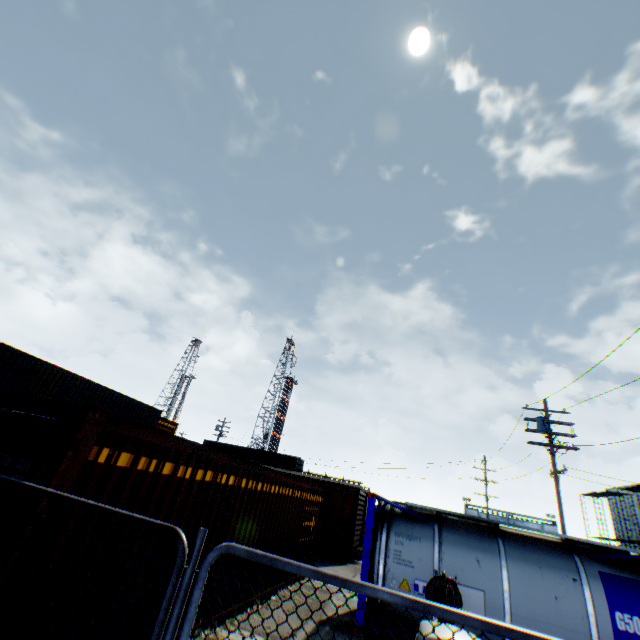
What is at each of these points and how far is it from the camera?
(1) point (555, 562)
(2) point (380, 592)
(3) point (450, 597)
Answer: (1) tank container, 7.6m
(2) metal fence, 2.0m
(3) gas meter pipe, 5.1m

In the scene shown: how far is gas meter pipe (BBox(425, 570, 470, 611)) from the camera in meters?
5.2 m

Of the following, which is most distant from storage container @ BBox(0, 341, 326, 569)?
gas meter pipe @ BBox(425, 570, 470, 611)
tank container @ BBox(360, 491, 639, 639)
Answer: gas meter pipe @ BBox(425, 570, 470, 611)

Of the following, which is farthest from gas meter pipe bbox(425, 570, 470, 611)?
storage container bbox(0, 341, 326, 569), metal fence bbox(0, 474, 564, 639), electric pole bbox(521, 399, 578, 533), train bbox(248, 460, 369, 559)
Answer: train bbox(248, 460, 369, 559)

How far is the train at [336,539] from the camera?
16.98m

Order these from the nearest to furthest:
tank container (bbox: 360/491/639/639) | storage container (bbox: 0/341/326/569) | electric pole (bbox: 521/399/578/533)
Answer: storage container (bbox: 0/341/326/569)
tank container (bbox: 360/491/639/639)
electric pole (bbox: 521/399/578/533)

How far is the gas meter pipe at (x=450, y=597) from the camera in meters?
5.2 m

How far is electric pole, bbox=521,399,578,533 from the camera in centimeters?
1597cm
